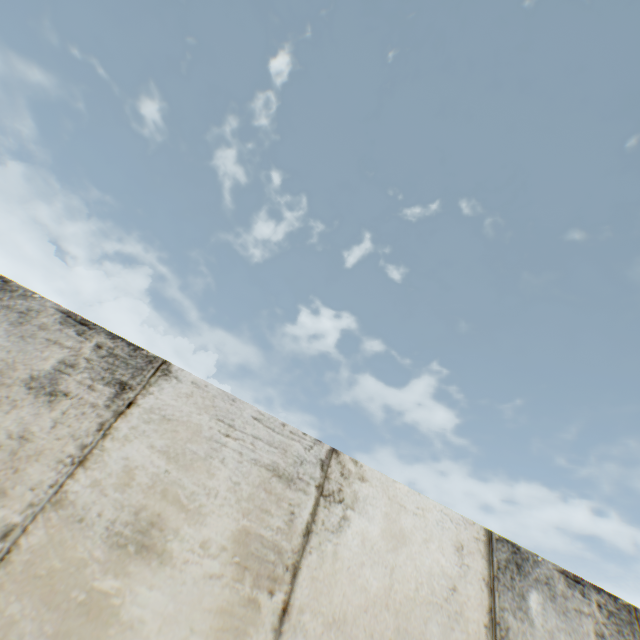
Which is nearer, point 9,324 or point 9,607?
point 9,607
